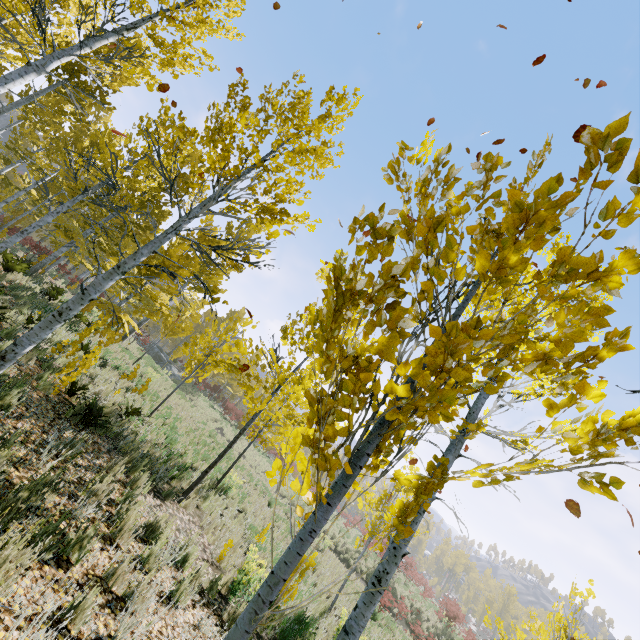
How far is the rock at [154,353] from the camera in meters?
31.7

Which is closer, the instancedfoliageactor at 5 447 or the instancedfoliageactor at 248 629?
the instancedfoliageactor at 248 629

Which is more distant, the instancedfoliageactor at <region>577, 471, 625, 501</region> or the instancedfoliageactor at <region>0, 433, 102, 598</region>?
the instancedfoliageactor at <region>0, 433, 102, 598</region>

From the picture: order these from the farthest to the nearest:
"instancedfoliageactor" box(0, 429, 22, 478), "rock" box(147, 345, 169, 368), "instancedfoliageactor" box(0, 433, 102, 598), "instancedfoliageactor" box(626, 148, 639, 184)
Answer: "rock" box(147, 345, 169, 368)
"instancedfoliageactor" box(0, 429, 22, 478)
"instancedfoliageactor" box(0, 433, 102, 598)
"instancedfoliageactor" box(626, 148, 639, 184)

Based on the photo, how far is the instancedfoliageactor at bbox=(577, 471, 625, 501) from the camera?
1.4 meters

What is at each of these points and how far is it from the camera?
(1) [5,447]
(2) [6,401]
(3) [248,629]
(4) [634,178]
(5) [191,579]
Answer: (1) instancedfoliageactor, 3.4 meters
(2) instancedfoliageactor, 4.3 meters
(3) instancedfoliageactor, 1.4 meters
(4) instancedfoliageactor, 1.1 meters
(5) instancedfoliageactor, 4.7 meters
